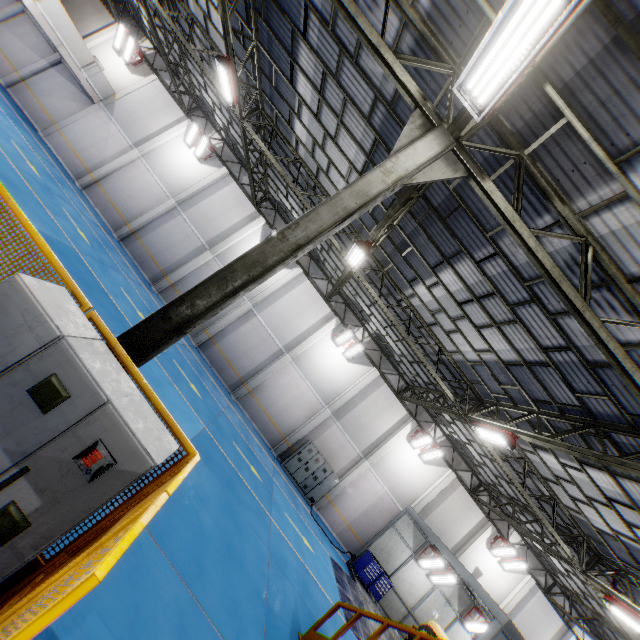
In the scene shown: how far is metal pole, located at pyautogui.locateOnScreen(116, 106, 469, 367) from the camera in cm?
441

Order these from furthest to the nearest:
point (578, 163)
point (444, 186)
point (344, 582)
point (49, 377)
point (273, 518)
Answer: point (344, 582), point (273, 518), point (444, 186), point (578, 163), point (49, 377)

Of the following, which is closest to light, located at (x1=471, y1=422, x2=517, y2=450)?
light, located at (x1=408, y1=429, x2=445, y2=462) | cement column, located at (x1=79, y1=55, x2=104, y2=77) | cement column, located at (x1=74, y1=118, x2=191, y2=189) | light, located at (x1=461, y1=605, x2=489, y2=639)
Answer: light, located at (x1=408, y1=429, x2=445, y2=462)

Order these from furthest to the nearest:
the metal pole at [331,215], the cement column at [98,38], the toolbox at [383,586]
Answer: the cement column at [98,38] → the toolbox at [383,586] → the metal pole at [331,215]

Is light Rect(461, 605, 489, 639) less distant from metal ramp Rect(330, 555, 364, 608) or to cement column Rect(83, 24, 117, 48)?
metal ramp Rect(330, 555, 364, 608)

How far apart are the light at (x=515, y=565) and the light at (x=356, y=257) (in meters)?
19.41

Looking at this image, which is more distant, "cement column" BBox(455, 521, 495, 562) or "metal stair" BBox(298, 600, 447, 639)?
"cement column" BBox(455, 521, 495, 562)

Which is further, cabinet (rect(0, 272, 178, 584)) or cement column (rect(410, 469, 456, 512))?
cement column (rect(410, 469, 456, 512))
